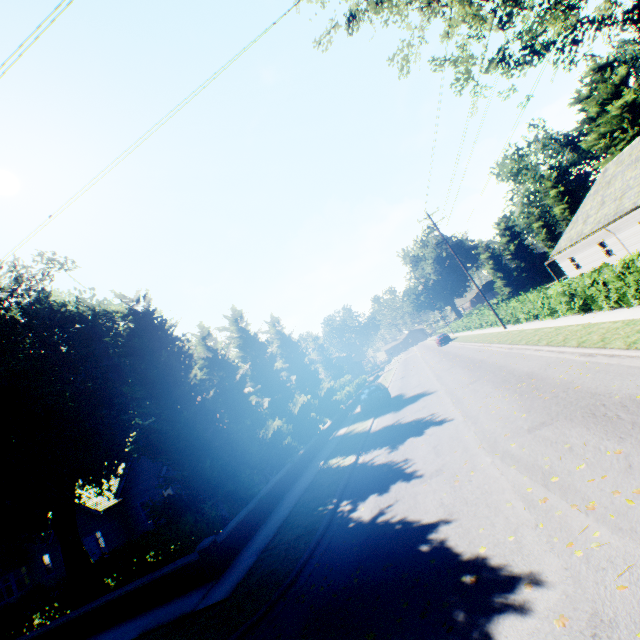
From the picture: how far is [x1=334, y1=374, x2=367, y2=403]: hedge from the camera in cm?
3231

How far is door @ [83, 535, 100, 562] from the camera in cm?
2088

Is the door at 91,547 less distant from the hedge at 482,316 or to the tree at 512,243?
the tree at 512,243

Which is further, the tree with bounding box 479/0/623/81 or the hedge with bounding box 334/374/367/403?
the hedge with bounding box 334/374/367/403

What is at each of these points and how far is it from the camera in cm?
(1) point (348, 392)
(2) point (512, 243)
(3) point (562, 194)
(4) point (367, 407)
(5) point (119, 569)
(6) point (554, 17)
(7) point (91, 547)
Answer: (1) hedge, 3456
(2) tree, 5594
(3) tree, 5422
(4) car, 2069
(5) hedge, 1018
(6) tree, 1233
(7) door, 2102

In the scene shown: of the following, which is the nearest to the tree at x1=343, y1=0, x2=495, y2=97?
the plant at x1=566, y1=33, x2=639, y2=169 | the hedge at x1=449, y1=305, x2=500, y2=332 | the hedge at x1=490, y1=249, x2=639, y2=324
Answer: the hedge at x1=449, y1=305, x2=500, y2=332

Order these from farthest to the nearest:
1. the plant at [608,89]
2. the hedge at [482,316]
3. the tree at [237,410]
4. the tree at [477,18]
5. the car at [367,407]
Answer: the plant at [608,89] → the hedge at [482,316] → the car at [367,407] → the tree at [477,18] → the tree at [237,410]
